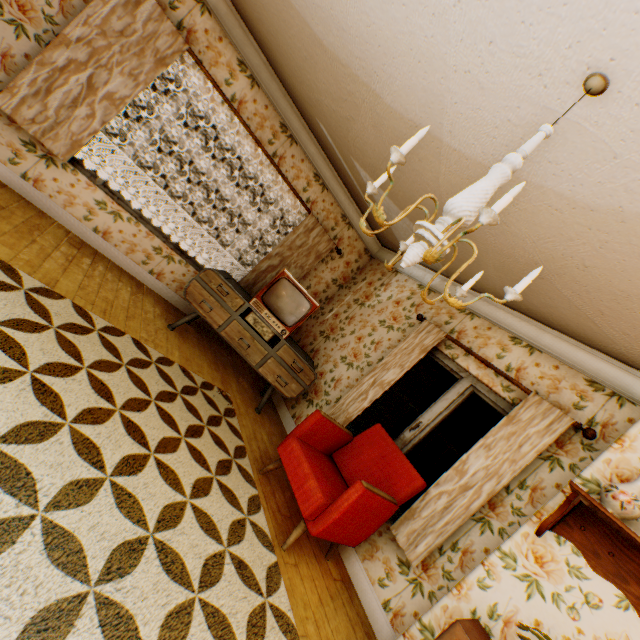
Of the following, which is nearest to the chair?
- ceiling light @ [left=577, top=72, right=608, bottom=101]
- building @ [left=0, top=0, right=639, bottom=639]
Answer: building @ [left=0, top=0, right=639, bottom=639]

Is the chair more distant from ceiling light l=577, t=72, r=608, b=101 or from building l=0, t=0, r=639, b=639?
ceiling light l=577, t=72, r=608, b=101

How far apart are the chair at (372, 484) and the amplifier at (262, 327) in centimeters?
130cm

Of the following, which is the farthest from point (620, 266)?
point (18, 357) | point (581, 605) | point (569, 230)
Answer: point (18, 357)

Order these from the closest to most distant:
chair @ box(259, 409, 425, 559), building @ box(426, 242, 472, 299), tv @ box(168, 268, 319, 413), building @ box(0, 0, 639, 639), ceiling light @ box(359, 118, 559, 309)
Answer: ceiling light @ box(359, 118, 559, 309)
building @ box(0, 0, 639, 639)
chair @ box(259, 409, 425, 559)
building @ box(426, 242, 472, 299)
tv @ box(168, 268, 319, 413)

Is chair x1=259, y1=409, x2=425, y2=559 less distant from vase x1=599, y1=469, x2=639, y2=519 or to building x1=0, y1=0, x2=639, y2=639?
building x1=0, y1=0, x2=639, y2=639

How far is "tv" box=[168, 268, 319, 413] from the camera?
4.1 meters

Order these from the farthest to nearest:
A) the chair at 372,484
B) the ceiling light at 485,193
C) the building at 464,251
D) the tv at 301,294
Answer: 1. the tv at 301,294
2. the building at 464,251
3. the chair at 372,484
4. the ceiling light at 485,193
